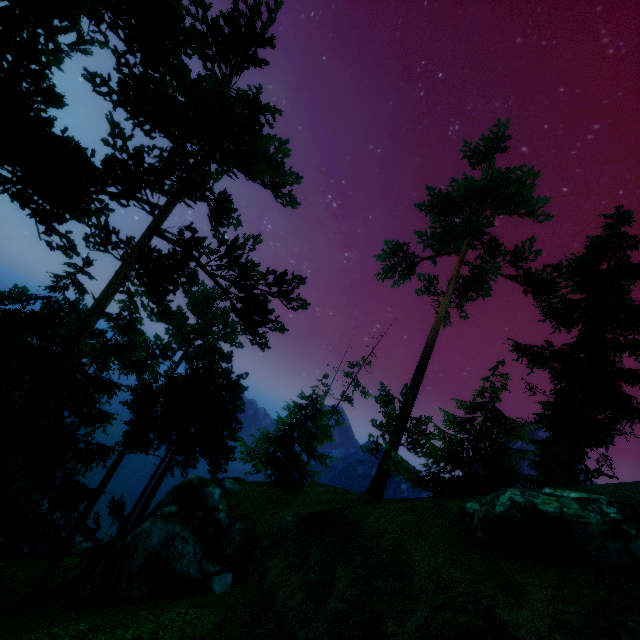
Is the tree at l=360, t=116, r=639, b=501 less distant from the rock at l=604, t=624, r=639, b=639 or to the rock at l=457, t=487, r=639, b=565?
the rock at l=457, t=487, r=639, b=565

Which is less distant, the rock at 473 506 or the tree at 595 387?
the rock at 473 506

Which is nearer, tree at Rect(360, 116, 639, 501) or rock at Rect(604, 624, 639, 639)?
rock at Rect(604, 624, 639, 639)

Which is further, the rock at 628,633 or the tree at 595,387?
the tree at 595,387

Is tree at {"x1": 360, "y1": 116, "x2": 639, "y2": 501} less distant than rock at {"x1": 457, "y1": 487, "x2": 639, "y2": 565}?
No

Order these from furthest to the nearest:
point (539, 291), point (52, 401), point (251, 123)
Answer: point (539, 291) → point (52, 401) → point (251, 123)

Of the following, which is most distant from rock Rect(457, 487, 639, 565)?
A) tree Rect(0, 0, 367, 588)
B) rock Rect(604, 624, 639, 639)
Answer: tree Rect(0, 0, 367, 588)

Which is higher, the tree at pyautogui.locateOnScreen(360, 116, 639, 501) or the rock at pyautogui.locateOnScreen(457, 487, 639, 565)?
the tree at pyautogui.locateOnScreen(360, 116, 639, 501)
